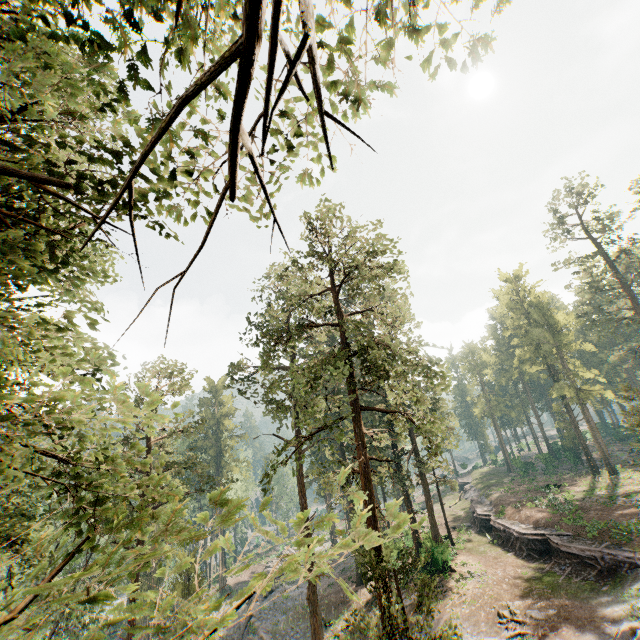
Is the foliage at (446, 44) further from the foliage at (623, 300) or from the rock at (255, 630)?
the foliage at (623, 300)

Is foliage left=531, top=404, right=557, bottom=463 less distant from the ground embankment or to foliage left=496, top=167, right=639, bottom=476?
the ground embankment

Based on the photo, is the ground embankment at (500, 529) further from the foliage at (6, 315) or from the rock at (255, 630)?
the rock at (255, 630)

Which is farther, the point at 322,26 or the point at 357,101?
the point at 357,101

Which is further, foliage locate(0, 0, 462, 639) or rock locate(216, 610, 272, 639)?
rock locate(216, 610, 272, 639)

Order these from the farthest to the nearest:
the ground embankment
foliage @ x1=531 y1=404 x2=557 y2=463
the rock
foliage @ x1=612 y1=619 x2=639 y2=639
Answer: foliage @ x1=531 y1=404 x2=557 y2=463 < the rock < the ground embankment < foliage @ x1=612 y1=619 x2=639 y2=639

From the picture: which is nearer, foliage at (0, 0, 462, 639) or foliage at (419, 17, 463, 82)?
foliage at (0, 0, 462, 639)

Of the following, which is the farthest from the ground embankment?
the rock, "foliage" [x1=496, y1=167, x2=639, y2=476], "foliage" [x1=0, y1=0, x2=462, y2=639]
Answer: "foliage" [x1=496, y1=167, x2=639, y2=476]
